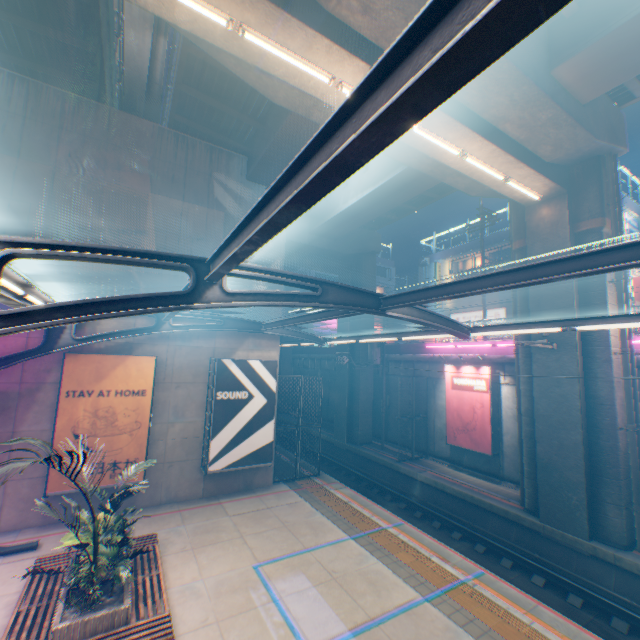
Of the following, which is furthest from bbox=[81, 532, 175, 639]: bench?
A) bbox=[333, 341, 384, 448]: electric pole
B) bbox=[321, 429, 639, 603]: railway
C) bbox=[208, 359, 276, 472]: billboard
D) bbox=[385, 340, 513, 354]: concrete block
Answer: bbox=[385, 340, 513, 354]: concrete block

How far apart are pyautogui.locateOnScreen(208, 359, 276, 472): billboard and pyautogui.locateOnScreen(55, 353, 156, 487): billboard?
2.01m

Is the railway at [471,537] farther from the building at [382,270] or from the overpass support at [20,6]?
the building at [382,270]

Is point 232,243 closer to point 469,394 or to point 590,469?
point 590,469

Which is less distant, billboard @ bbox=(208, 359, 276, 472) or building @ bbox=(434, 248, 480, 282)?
billboard @ bbox=(208, 359, 276, 472)

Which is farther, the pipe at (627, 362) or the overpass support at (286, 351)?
the overpass support at (286, 351)

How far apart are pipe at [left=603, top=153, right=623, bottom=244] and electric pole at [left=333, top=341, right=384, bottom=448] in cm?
1177

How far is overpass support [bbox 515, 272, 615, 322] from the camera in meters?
11.5
